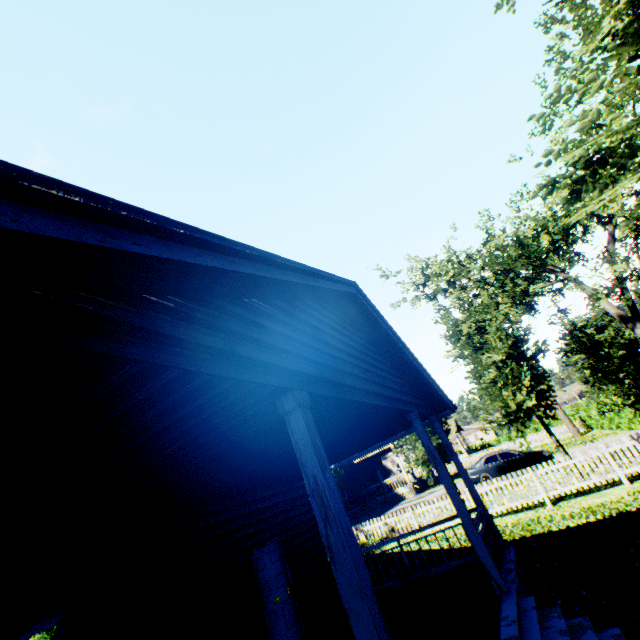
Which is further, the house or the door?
the door

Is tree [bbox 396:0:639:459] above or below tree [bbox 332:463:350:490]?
below

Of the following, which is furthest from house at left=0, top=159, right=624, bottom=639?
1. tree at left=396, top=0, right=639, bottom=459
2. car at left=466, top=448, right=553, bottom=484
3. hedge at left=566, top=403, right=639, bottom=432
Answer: hedge at left=566, top=403, right=639, bottom=432

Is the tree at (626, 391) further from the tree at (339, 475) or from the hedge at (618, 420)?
the hedge at (618, 420)

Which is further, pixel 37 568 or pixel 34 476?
pixel 37 568

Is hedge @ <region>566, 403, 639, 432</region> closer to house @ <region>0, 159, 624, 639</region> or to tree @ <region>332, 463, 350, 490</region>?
tree @ <region>332, 463, 350, 490</region>

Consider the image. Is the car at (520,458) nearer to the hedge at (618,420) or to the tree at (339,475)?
the tree at (339,475)
